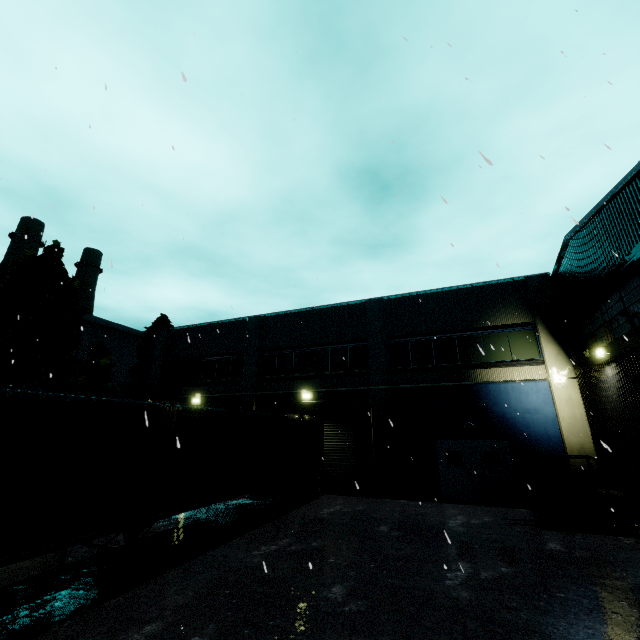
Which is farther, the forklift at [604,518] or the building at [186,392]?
the building at [186,392]

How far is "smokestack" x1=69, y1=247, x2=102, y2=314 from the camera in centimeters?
4384cm

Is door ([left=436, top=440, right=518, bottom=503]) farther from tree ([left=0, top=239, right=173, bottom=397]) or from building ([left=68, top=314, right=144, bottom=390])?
tree ([left=0, top=239, right=173, bottom=397])

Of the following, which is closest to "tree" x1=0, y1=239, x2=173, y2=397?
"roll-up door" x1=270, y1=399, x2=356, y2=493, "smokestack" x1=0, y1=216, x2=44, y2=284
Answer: "smokestack" x1=0, y1=216, x2=44, y2=284

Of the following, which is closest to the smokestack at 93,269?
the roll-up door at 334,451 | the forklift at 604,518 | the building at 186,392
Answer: the building at 186,392

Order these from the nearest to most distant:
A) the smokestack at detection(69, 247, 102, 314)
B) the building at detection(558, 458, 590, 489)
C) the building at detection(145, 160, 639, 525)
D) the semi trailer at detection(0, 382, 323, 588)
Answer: the semi trailer at detection(0, 382, 323, 588) < the building at detection(145, 160, 639, 525) < the building at detection(558, 458, 590, 489) < the smokestack at detection(69, 247, 102, 314)

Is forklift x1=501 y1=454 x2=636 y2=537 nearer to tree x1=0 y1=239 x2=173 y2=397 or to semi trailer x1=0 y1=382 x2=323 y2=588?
semi trailer x1=0 y1=382 x2=323 y2=588

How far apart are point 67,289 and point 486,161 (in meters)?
30.01
